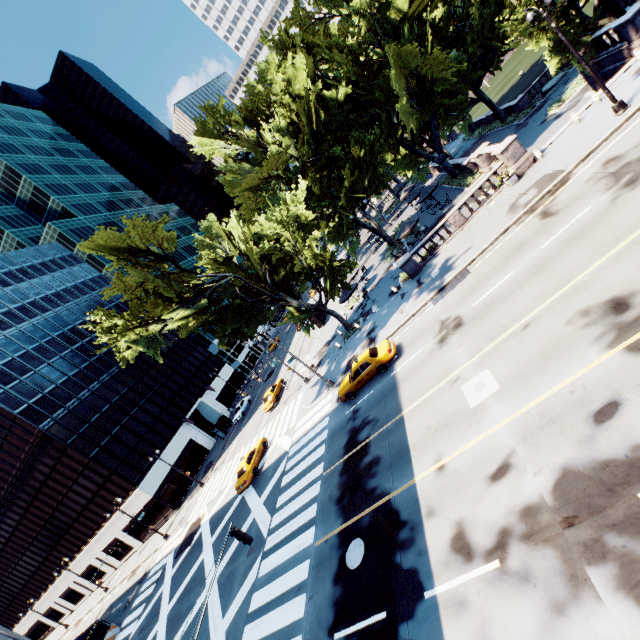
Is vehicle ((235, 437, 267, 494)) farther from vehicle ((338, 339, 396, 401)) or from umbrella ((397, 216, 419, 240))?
umbrella ((397, 216, 419, 240))

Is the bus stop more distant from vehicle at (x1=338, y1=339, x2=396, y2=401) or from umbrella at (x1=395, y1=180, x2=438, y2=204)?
vehicle at (x1=338, y1=339, x2=396, y2=401)

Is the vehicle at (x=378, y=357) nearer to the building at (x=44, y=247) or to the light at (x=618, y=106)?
the light at (x=618, y=106)

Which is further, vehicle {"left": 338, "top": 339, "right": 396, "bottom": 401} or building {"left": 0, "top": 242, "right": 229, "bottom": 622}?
building {"left": 0, "top": 242, "right": 229, "bottom": 622}

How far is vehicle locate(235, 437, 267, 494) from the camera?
26.0 meters

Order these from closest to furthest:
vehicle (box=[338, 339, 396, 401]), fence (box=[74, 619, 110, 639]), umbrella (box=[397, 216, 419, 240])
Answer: vehicle (box=[338, 339, 396, 401]), fence (box=[74, 619, 110, 639]), umbrella (box=[397, 216, 419, 240])

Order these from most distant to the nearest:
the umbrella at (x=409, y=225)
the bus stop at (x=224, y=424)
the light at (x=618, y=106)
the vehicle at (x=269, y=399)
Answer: the bus stop at (x=224, y=424) → the vehicle at (x=269, y=399) → the umbrella at (x=409, y=225) → the light at (x=618, y=106)

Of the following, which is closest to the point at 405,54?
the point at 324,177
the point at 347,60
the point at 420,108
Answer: the point at 420,108
